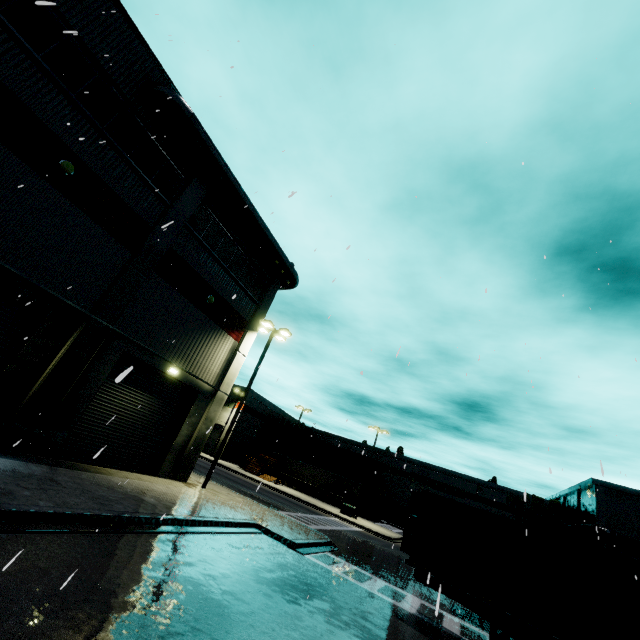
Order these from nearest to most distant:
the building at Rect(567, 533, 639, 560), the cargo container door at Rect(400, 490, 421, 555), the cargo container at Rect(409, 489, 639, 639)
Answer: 1. the cargo container at Rect(409, 489, 639, 639)
2. the cargo container door at Rect(400, 490, 421, 555)
3. the building at Rect(567, 533, 639, 560)

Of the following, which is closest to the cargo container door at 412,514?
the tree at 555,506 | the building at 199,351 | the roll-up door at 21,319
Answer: the roll-up door at 21,319

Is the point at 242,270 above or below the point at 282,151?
above

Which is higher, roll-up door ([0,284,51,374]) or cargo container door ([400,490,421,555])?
roll-up door ([0,284,51,374])

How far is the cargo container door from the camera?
10.8 meters

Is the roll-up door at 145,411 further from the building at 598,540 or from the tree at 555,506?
the tree at 555,506

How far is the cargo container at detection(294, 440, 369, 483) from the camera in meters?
49.8 m
